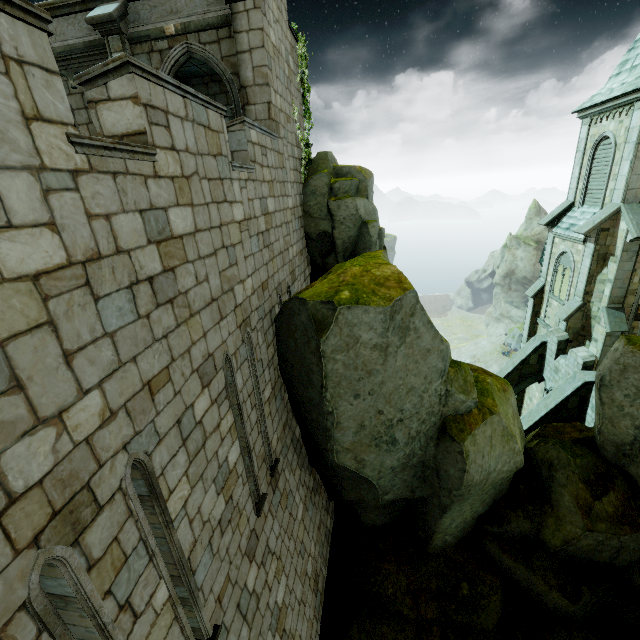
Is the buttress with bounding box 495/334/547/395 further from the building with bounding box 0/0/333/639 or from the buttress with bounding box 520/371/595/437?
the building with bounding box 0/0/333/639

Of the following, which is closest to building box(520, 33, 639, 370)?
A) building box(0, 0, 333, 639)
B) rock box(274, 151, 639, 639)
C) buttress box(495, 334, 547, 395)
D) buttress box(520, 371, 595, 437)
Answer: buttress box(495, 334, 547, 395)

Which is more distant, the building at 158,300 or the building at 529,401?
the building at 529,401

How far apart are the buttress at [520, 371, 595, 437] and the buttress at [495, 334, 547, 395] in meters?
3.2

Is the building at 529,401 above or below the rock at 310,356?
below

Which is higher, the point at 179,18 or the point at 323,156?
the point at 179,18

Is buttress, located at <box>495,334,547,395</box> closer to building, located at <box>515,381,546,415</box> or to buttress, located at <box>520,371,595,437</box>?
building, located at <box>515,381,546,415</box>

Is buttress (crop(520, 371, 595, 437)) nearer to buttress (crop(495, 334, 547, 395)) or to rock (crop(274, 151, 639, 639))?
rock (crop(274, 151, 639, 639))
